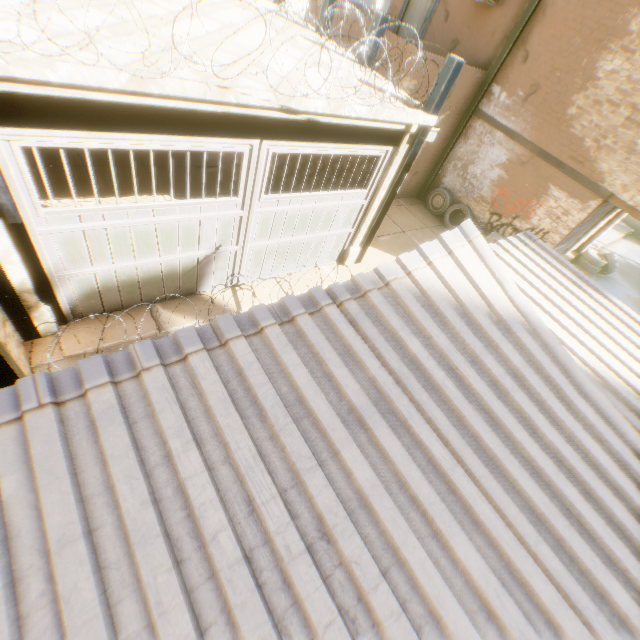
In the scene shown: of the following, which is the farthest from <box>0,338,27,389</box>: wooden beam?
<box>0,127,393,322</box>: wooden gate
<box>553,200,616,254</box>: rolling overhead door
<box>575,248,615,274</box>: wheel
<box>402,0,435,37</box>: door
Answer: <box>575,248,615,274</box>: wheel

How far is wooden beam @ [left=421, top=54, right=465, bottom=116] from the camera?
5.4m

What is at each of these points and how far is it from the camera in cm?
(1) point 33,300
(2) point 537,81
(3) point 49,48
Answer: (1) building, 448
(2) building, 891
(3) building, 294

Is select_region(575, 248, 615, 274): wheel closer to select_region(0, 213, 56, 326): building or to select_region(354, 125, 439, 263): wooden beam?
select_region(0, 213, 56, 326): building

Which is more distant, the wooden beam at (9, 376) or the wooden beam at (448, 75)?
the wooden beam at (448, 75)

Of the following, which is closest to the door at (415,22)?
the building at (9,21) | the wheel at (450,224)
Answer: the building at (9,21)

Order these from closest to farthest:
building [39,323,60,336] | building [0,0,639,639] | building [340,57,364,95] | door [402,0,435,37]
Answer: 1. building [0,0,639,639]
2. building [39,323,60,336]
3. building [340,57,364,95]
4. door [402,0,435,37]

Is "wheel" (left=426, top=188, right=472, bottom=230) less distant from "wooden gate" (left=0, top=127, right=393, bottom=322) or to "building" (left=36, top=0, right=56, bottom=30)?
"building" (left=36, top=0, right=56, bottom=30)
